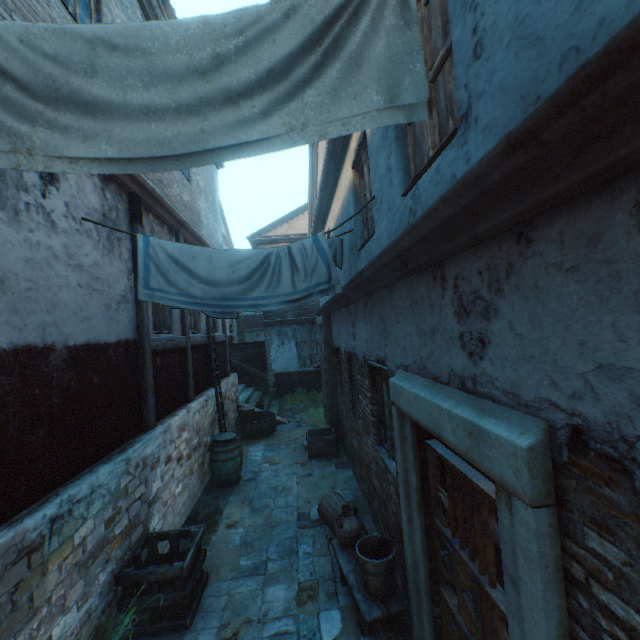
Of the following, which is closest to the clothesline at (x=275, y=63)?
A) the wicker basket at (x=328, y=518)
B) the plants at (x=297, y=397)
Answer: the wicker basket at (x=328, y=518)

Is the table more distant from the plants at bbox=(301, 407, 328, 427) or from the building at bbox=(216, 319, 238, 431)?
the plants at bbox=(301, 407, 328, 427)

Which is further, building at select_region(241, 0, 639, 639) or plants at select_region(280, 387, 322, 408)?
plants at select_region(280, 387, 322, 408)

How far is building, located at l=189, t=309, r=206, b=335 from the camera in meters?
7.9

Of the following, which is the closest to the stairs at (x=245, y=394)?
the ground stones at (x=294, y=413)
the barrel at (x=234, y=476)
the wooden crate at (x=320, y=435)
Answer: the ground stones at (x=294, y=413)

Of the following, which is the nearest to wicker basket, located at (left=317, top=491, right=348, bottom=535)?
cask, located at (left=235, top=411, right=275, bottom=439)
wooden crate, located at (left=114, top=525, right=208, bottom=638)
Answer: wooden crate, located at (left=114, top=525, right=208, bottom=638)

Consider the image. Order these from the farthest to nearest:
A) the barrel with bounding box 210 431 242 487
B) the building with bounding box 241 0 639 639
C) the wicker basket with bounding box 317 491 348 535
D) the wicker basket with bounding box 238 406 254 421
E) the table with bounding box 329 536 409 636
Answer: the wicker basket with bounding box 238 406 254 421
the barrel with bounding box 210 431 242 487
the wicker basket with bounding box 317 491 348 535
the table with bounding box 329 536 409 636
the building with bounding box 241 0 639 639

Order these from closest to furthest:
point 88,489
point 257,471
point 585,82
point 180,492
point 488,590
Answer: point 585,82 < point 488,590 < point 88,489 < point 180,492 < point 257,471
